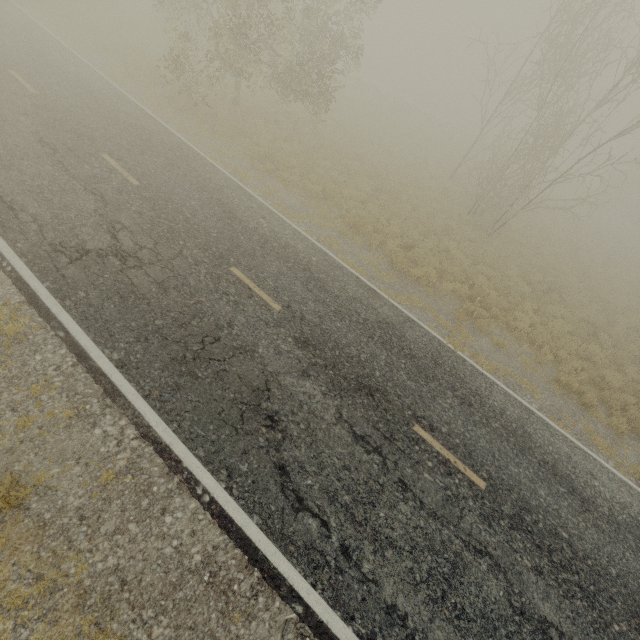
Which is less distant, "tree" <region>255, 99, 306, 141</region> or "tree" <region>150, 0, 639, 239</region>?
"tree" <region>150, 0, 639, 239</region>

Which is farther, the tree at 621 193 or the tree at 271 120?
the tree at 271 120

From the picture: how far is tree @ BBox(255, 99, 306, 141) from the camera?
16.6 meters

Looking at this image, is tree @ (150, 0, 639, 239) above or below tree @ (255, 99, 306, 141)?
above

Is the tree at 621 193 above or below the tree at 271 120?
above

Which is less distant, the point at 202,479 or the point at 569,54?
the point at 202,479
